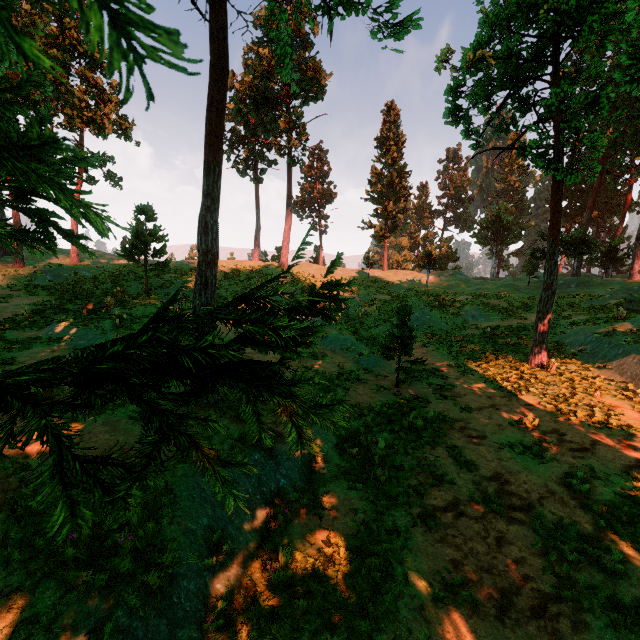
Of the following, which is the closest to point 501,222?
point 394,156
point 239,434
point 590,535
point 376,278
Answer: point 394,156

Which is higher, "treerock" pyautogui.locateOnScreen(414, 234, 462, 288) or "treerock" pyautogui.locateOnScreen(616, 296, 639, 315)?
"treerock" pyautogui.locateOnScreen(414, 234, 462, 288)

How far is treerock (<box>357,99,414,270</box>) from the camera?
46.56m

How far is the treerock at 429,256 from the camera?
37.7m

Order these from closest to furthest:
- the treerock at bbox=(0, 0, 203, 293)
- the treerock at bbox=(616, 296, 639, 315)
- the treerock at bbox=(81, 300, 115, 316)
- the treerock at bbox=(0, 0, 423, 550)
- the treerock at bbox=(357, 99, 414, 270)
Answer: the treerock at bbox=(0, 0, 203, 293) < the treerock at bbox=(0, 0, 423, 550) < the treerock at bbox=(81, 300, 115, 316) < the treerock at bbox=(616, 296, 639, 315) < the treerock at bbox=(357, 99, 414, 270)

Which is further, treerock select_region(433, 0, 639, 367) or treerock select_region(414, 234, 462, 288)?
treerock select_region(414, 234, 462, 288)
